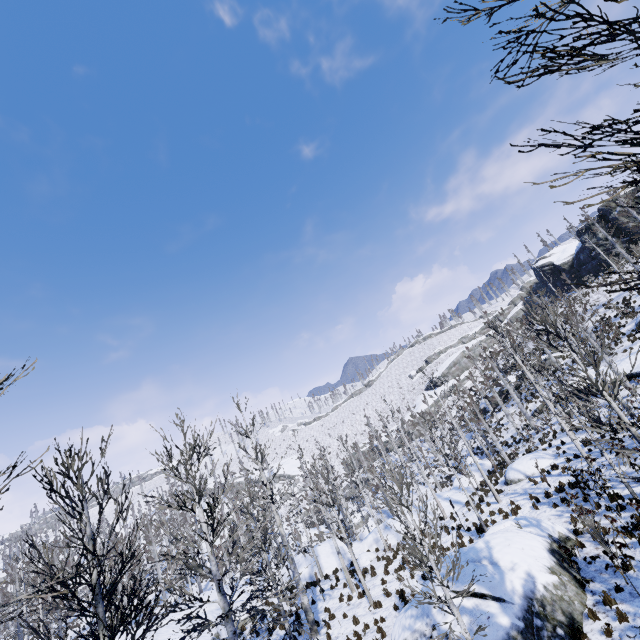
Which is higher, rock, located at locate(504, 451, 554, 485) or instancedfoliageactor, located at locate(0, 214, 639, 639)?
instancedfoliageactor, located at locate(0, 214, 639, 639)

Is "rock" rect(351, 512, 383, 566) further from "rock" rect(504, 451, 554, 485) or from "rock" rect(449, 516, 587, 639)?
"rock" rect(504, 451, 554, 485)

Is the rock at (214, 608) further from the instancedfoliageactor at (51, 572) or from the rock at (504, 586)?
the rock at (504, 586)

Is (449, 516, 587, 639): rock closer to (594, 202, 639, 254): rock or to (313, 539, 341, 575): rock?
(313, 539, 341, 575): rock

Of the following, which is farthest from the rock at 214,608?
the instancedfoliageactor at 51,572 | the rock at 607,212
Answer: the rock at 607,212

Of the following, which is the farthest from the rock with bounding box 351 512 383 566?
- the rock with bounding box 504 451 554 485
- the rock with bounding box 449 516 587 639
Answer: the rock with bounding box 504 451 554 485

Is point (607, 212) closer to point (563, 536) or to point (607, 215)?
point (607, 215)

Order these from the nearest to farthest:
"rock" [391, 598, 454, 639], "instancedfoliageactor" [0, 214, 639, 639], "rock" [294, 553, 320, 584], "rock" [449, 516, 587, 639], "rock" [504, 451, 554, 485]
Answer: "instancedfoliageactor" [0, 214, 639, 639] < "rock" [449, 516, 587, 639] < "rock" [391, 598, 454, 639] < "rock" [504, 451, 554, 485] < "rock" [294, 553, 320, 584]
